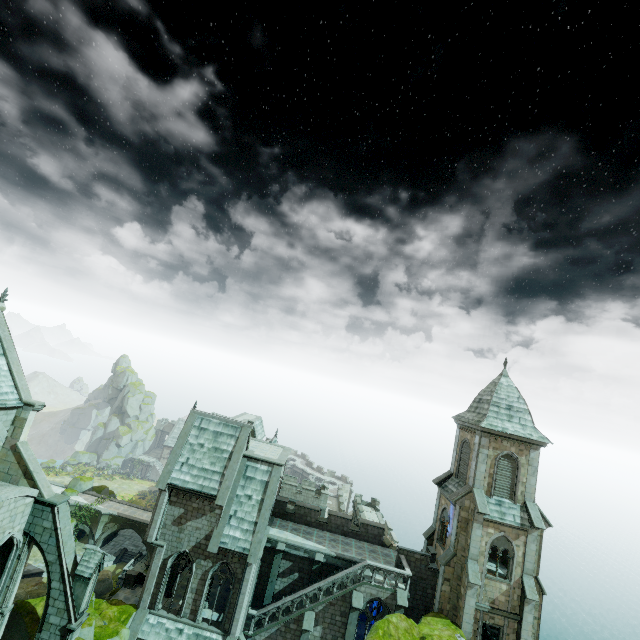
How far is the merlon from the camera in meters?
19.2 m

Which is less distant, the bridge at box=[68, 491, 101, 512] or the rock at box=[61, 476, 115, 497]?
the bridge at box=[68, 491, 101, 512]

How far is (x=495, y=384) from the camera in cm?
2906

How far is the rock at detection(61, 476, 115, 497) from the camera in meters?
50.1 m

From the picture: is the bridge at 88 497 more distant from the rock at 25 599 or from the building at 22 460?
the rock at 25 599

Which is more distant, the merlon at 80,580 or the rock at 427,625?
the rock at 427,625

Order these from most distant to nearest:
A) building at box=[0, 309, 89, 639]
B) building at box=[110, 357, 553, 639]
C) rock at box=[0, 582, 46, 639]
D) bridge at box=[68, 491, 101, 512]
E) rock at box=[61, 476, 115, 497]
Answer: rock at box=[61, 476, 115, 497]
bridge at box=[68, 491, 101, 512]
building at box=[110, 357, 553, 639]
rock at box=[0, 582, 46, 639]
building at box=[0, 309, 89, 639]

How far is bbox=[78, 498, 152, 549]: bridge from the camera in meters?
47.0 m
